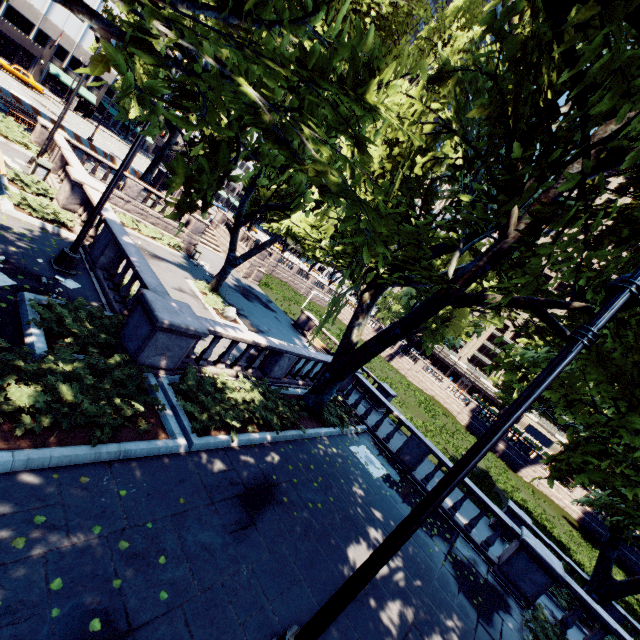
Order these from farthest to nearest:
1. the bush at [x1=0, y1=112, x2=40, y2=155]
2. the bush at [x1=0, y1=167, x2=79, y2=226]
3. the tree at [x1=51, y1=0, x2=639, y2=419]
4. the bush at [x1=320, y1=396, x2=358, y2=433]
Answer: the bush at [x1=0, y1=112, x2=40, y2=155]
the bush at [x1=320, y1=396, x2=358, y2=433]
the bush at [x1=0, y1=167, x2=79, y2=226]
the tree at [x1=51, y1=0, x2=639, y2=419]

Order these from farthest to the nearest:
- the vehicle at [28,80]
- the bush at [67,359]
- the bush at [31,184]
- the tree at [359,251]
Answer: the vehicle at [28,80] → the bush at [31,184] → the bush at [67,359] → the tree at [359,251]

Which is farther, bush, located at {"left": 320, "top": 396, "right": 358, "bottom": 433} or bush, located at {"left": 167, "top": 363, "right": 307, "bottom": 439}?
bush, located at {"left": 320, "top": 396, "right": 358, "bottom": 433}

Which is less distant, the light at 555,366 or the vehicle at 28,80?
the light at 555,366

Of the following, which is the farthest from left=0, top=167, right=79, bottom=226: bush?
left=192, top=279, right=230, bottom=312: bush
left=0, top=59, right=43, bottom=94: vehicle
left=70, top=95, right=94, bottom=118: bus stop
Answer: left=70, top=95, right=94, bottom=118: bus stop

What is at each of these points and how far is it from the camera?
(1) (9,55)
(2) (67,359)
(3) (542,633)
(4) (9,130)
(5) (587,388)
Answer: (1) door, 48.8m
(2) bush, 6.4m
(3) bush, 9.2m
(4) bush, 16.7m
(5) tree, 20.4m

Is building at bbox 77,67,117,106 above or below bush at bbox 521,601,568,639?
above

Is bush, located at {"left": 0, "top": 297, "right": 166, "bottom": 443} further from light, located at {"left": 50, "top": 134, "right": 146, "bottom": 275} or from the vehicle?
the vehicle
